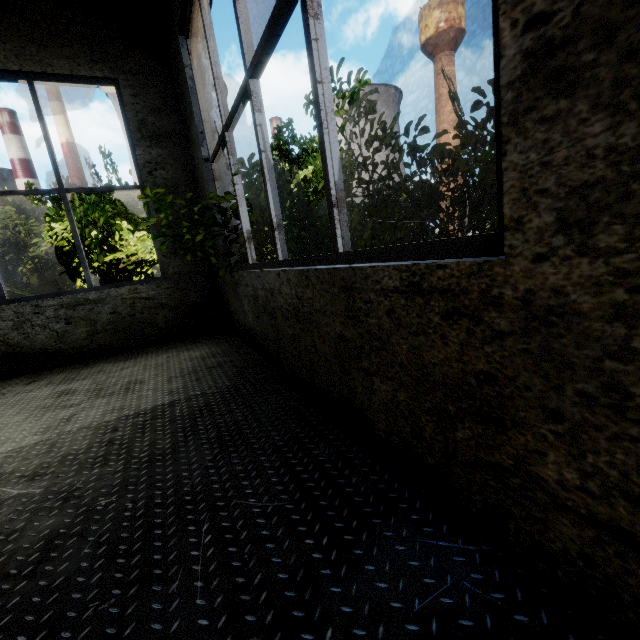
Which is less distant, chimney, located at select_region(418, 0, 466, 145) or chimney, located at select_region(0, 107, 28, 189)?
chimney, located at select_region(418, 0, 466, 145)

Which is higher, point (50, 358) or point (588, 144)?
point (588, 144)

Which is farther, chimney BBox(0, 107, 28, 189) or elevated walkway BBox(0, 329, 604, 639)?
chimney BBox(0, 107, 28, 189)

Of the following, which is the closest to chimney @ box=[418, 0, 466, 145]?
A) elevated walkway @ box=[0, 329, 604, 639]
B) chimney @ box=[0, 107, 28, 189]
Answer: elevated walkway @ box=[0, 329, 604, 639]

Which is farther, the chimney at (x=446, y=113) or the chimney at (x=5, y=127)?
the chimney at (x=5, y=127)

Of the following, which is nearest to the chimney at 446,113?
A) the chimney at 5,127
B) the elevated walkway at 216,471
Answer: the elevated walkway at 216,471

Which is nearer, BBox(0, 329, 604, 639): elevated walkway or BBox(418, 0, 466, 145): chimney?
BBox(0, 329, 604, 639): elevated walkway
